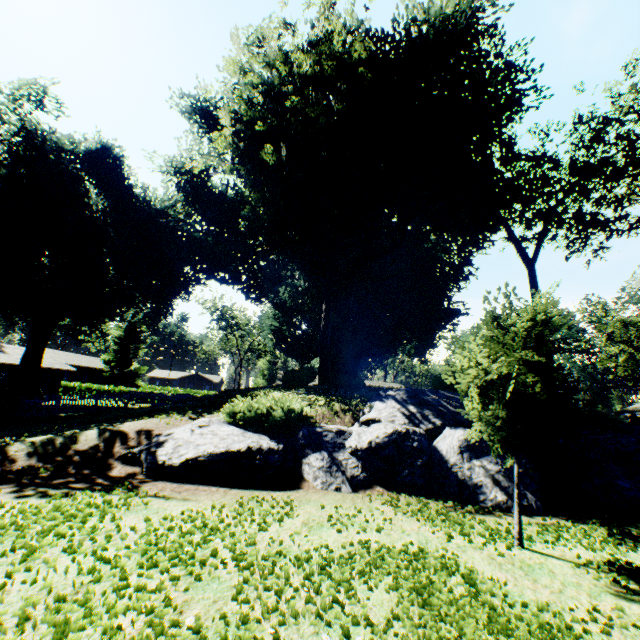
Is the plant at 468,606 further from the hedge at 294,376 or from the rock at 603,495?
the hedge at 294,376

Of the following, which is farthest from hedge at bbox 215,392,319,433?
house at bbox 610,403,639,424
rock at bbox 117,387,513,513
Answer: house at bbox 610,403,639,424

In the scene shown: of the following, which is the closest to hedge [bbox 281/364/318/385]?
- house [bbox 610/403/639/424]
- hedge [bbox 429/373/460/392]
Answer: hedge [bbox 429/373/460/392]

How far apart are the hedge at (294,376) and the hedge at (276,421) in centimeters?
846cm

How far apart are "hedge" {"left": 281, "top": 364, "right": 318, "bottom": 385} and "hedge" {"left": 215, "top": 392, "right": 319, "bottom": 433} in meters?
8.5

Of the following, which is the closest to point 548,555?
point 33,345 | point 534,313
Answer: point 534,313

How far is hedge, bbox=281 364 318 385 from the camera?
19.8m

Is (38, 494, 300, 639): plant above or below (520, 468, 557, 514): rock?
below
